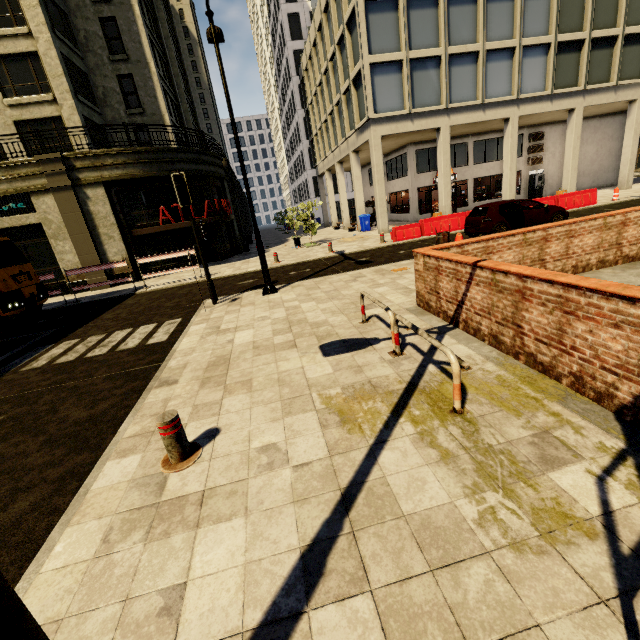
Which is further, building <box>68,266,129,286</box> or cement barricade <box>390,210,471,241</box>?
building <box>68,266,129,286</box>

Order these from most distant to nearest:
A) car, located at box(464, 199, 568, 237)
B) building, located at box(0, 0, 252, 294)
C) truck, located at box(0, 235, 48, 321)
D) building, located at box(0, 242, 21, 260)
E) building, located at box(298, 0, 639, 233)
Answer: building, located at box(298, 0, 639, 233) < building, located at box(0, 242, 21, 260) < building, located at box(0, 0, 252, 294) < car, located at box(464, 199, 568, 237) < truck, located at box(0, 235, 48, 321)

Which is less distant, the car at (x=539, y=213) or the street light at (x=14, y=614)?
the street light at (x=14, y=614)

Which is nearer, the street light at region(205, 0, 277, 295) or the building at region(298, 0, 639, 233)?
the street light at region(205, 0, 277, 295)

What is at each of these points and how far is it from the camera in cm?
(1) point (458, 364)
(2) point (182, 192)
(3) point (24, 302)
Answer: (1) barrier, 337
(2) traffic light, 899
(3) truck, 1176

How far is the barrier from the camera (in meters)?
3.40

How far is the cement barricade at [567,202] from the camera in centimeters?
1841cm

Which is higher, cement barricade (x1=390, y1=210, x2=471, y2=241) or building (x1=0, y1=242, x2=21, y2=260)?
building (x1=0, y1=242, x2=21, y2=260)
